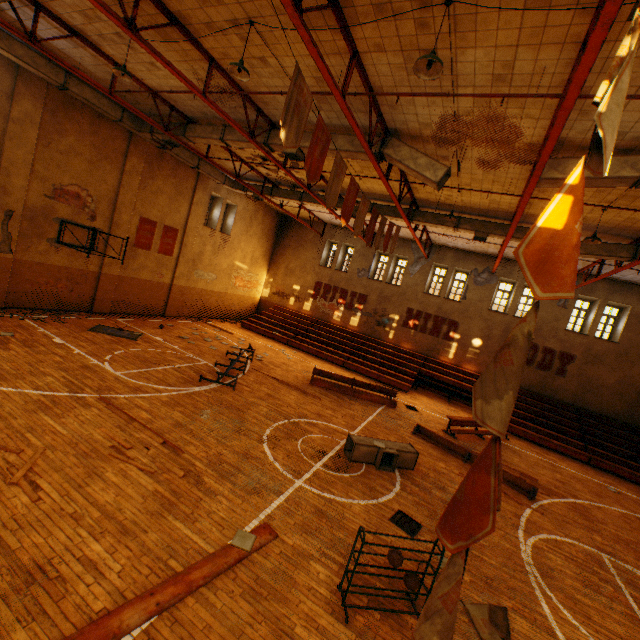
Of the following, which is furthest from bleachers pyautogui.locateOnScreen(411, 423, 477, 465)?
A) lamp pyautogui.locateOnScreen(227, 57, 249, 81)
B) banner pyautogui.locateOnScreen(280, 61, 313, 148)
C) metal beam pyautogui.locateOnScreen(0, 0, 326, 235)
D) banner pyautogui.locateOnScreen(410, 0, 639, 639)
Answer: metal beam pyautogui.locateOnScreen(0, 0, 326, 235)

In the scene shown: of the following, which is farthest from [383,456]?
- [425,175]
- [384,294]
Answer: [384,294]

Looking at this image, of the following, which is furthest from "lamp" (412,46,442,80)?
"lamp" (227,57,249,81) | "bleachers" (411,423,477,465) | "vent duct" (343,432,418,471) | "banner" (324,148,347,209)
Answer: "bleachers" (411,423,477,465)

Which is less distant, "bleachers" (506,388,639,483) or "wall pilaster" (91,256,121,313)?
"bleachers" (506,388,639,483)

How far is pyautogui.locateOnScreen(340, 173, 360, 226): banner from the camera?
8.1m

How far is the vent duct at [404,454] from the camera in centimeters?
855cm

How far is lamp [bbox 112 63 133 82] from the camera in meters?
8.1

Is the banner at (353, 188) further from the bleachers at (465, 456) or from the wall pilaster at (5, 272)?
the wall pilaster at (5, 272)
